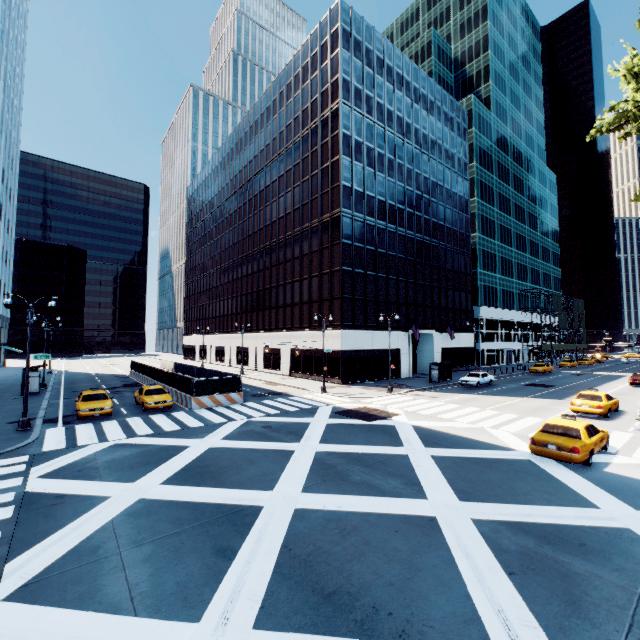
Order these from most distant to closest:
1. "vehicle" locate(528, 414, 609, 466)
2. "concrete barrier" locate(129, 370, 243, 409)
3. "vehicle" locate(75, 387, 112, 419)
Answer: "concrete barrier" locate(129, 370, 243, 409) < "vehicle" locate(75, 387, 112, 419) < "vehicle" locate(528, 414, 609, 466)

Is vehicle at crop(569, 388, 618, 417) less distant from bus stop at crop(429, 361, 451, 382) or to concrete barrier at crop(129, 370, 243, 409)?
bus stop at crop(429, 361, 451, 382)

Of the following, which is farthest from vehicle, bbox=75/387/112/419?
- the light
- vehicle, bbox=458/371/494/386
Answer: vehicle, bbox=458/371/494/386

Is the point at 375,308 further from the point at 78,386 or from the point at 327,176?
the point at 78,386

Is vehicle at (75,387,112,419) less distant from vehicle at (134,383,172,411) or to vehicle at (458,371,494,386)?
vehicle at (134,383,172,411)

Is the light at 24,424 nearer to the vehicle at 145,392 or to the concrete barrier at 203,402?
the vehicle at 145,392

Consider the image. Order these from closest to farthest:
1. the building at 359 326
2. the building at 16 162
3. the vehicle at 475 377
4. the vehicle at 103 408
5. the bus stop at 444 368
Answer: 1. the vehicle at 103 408
2. the vehicle at 475 377
3. the bus stop at 444 368
4. the building at 359 326
5. the building at 16 162

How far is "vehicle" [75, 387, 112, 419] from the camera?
19.84m
